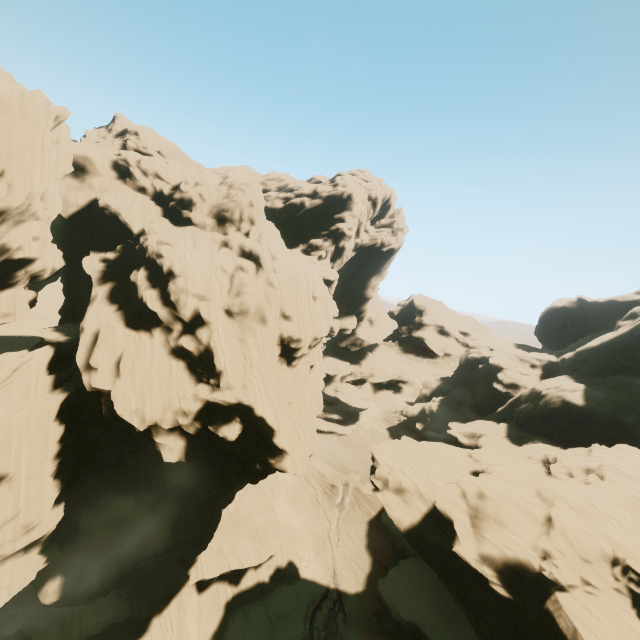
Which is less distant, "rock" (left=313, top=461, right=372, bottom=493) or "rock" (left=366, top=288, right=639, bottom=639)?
"rock" (left=366, top=288, right=639, bottom=639)

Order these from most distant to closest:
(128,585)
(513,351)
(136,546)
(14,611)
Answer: (513,351), (128,585), (136,546), (14,611)

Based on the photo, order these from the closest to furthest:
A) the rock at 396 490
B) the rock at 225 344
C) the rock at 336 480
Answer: the rock at 396 490 → the rock at 225 344 → the rock at 336 480

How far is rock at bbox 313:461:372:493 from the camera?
49.8m

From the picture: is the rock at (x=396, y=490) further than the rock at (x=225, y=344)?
No

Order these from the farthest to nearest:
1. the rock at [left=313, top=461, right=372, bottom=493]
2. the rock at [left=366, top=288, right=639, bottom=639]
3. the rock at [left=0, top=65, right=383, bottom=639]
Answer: the rock at [left=313, top=461, right=372, bottom=493], the rock at [left=0, top=65, right=383, bottom=639], the rock at [left=366, top=288, right=639, bottom=639]
